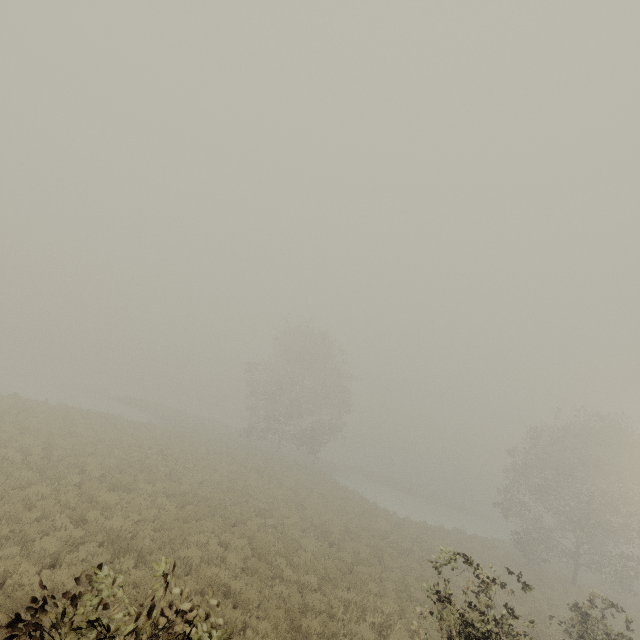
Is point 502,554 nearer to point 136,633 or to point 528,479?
point 528,479
